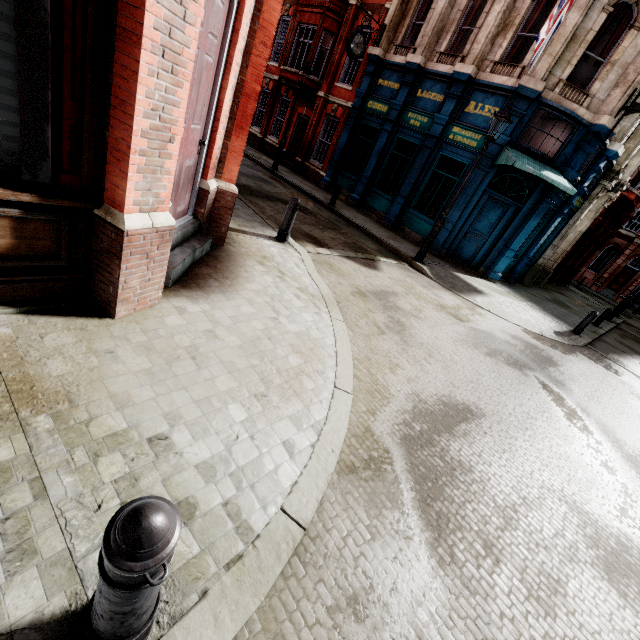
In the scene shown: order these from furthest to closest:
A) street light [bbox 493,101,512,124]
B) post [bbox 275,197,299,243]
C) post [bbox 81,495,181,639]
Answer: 1. street light [bbox 493,101,512,124]
2. post [bbox 275,197,299,243]
3. post [bbox 81,495,181,639]

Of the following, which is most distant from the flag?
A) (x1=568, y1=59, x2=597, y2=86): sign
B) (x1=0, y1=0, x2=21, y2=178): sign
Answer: (x1=0, y1=0, x2=21, y2=178): sign

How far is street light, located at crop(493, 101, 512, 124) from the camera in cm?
874

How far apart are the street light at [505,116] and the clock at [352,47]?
8.4m

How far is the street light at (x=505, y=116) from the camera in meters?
8.7

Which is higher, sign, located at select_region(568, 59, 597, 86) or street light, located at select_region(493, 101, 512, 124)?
sign, located at select_region(568, 59, 597, 86)

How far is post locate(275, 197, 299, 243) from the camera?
6.6 meters

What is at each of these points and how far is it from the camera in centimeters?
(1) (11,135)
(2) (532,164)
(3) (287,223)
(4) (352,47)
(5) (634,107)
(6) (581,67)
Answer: (1) sign, 224cm
(2) awning, 1077cm
(3) post, 677cm
(4) clock, 1386cm
(5) sign, 1010cm
(6) sign, 1058cm
